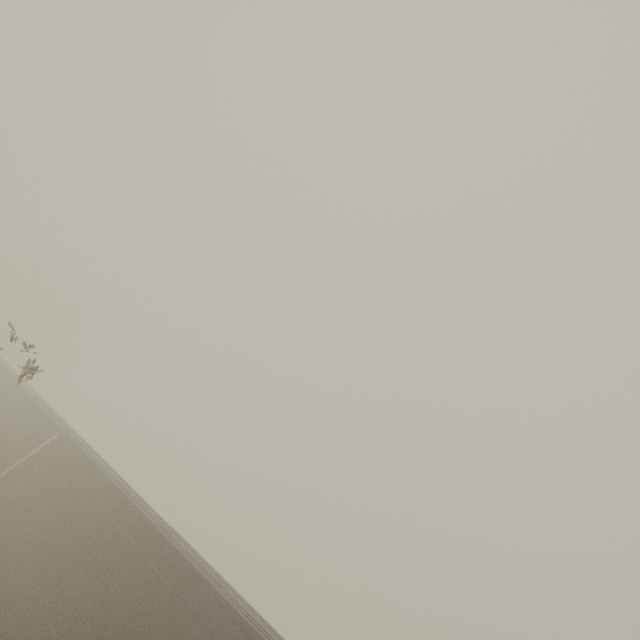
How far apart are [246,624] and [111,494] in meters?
5.7 m

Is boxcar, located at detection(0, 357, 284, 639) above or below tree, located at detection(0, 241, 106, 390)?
below

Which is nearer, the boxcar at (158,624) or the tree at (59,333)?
the boxcar at (158,624)

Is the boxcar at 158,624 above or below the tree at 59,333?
below

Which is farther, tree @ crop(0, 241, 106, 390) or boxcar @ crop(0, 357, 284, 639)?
tree @ crop(0, 241, 106, 390)
